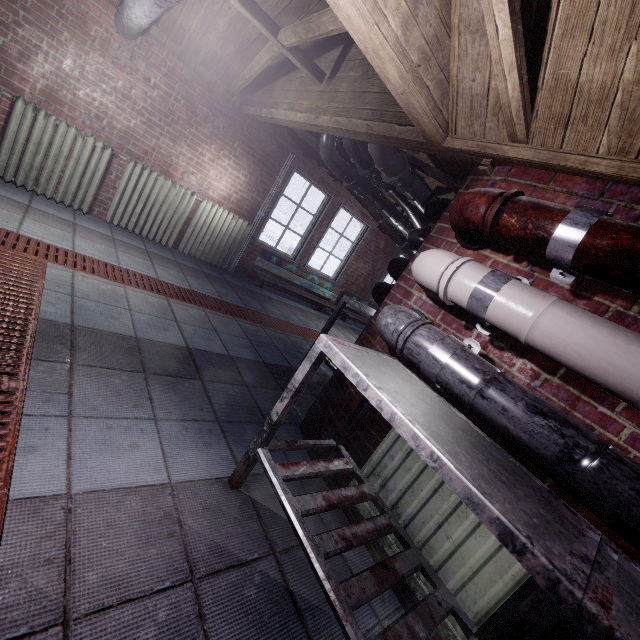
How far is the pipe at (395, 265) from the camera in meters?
2.4

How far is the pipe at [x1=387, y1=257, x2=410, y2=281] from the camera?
2.45m

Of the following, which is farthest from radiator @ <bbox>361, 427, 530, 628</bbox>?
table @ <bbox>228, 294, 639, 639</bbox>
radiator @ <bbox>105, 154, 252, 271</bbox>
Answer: radiator @ <bbox>105, 154, 252, 271</bbox>

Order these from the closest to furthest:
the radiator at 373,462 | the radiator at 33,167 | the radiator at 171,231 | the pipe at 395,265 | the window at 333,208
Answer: the radiator at 373,462, the pipe at 395,265, the radiator at 33,167, the radiator at 171,231, the window at 333,208

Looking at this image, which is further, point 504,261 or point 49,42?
point 49,42

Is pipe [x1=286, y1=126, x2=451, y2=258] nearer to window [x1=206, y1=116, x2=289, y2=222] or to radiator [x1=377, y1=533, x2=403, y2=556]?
window [x1=206, y1=116, x2=289, y2=222]

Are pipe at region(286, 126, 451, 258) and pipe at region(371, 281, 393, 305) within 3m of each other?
yes

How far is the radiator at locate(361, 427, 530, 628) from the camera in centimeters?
123cm
